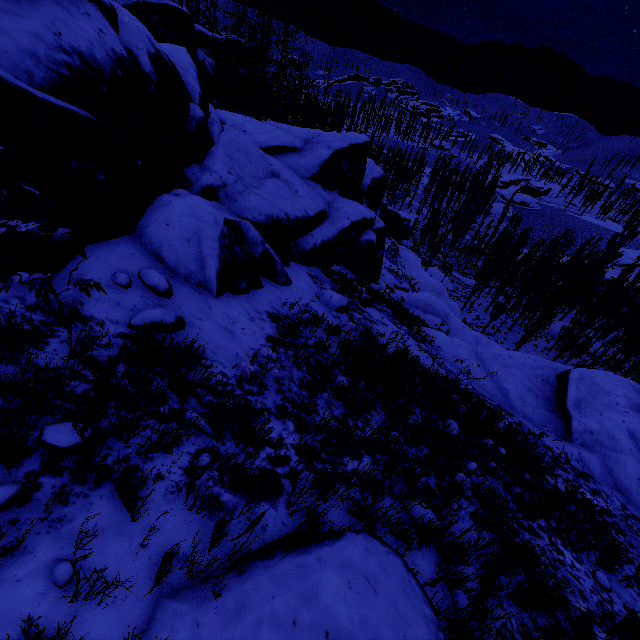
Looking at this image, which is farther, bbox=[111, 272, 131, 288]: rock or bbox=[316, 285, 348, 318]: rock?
bbox=[316, 285, 348, 318]: rock

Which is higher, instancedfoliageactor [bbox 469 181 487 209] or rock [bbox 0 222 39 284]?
rock [bbox 0 222 39 284]

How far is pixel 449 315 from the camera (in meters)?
24.62

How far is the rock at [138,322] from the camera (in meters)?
3.73

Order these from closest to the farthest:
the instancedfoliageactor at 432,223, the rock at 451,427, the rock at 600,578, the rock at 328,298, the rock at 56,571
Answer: the rock at 56,571
the rock at 600,578
the rock at 451,427
the rock at 328,298
the instancedfoliageactor at 432,223

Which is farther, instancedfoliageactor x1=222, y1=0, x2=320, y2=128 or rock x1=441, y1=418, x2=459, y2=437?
instancedfoliageactor x1=222, y1=0, x2=320, y2=128

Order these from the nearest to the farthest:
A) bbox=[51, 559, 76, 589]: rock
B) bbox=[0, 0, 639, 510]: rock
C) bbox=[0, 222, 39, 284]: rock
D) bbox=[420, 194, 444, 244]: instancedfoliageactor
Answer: bbox=[51, 559, 76, 589]: rock → bbox=[0, 222, 39, 284]: rock → bbox=[0, 0, 639, 510]: rock → bbox=[420, 194, 444, 244]: instancedfoliageactor
